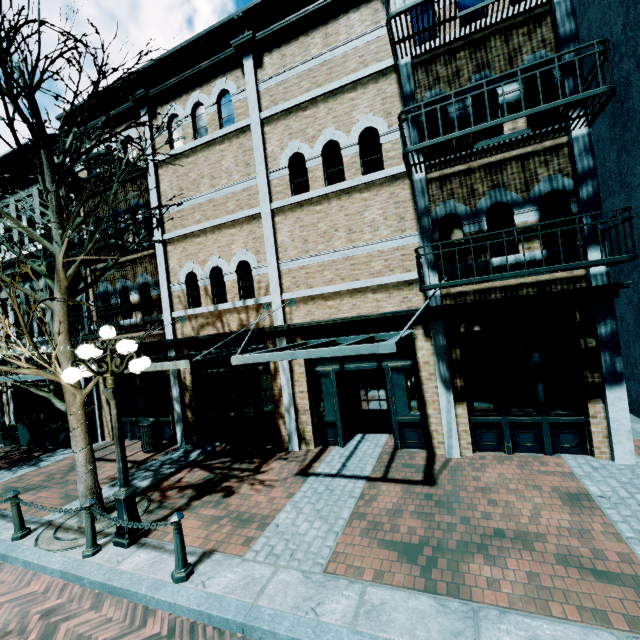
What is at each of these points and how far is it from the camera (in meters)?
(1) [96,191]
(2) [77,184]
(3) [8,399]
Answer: (1) building, 11.49
(2) building, 10.99
(3) building, 13.62

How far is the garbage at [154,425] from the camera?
9.8 meters

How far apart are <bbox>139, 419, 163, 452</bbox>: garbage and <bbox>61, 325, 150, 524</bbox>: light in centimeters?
443cm

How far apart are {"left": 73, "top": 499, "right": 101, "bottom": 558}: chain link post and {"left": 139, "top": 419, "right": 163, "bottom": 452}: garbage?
4.5m

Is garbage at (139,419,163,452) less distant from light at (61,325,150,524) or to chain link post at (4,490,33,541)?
chain link post at (4,490,33,541)

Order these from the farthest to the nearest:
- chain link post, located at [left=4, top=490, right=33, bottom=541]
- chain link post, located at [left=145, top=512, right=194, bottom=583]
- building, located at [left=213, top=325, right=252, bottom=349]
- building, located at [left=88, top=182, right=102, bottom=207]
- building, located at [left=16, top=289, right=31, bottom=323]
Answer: building, located at [left=16, top=289, right=31, bottom=323] < building, located at [left=88, top=182, right=102, bottom=207] < building, located at [left=213, top=325, right=252, bottom=349] < chain link post, located at [left=4, top=490, right=33, bottom=541] < chain link post, located at [left=145, top=512, right=194, bottom=583]

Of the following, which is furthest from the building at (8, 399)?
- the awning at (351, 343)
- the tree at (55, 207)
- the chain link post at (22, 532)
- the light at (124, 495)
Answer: the chain link post at (22, 532)

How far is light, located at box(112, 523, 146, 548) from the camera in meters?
5.3 m
